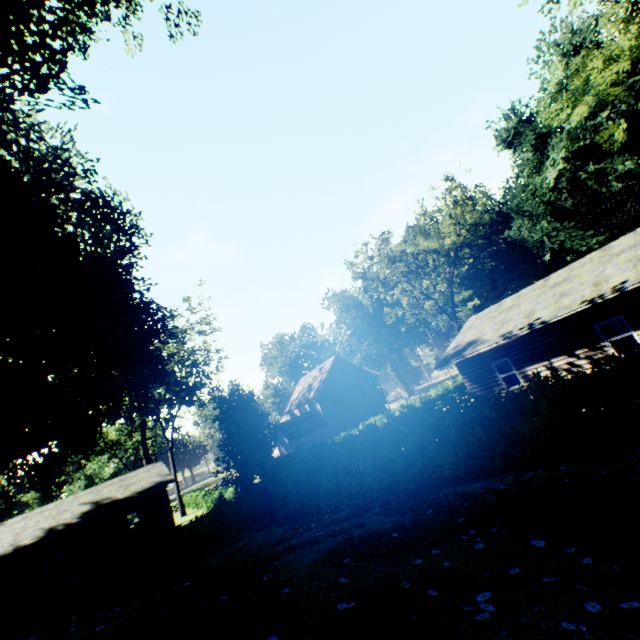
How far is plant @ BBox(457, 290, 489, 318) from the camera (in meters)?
58.29

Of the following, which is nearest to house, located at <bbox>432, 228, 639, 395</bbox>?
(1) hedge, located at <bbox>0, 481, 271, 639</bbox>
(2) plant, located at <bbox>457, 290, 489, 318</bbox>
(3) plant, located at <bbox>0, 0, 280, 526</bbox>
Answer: (1) hedge, located at <bbox>0, 481, 271, 639</bbox>

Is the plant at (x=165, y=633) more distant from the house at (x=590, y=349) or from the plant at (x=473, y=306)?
the plant at (x=473, y=306)

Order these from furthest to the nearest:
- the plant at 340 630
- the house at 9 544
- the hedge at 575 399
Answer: the house at 9 544, the hedge at 575 399, the plant at 340 630

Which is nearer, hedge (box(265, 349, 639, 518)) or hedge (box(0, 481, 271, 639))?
hedge (box(265, 349, 639, 518))

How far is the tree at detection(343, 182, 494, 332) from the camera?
32.4 meters

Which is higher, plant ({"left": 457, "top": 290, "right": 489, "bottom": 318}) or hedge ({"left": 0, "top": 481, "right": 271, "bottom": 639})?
plant ({"left": 457, "top": 290, "right": 489, "bottom": 318})

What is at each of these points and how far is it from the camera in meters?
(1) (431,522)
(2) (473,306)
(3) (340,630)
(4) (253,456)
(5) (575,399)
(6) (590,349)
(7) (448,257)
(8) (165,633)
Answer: (1) plant, 3.9
(2) plant, 58.7
(3) plant, 1.7
(4) plant, 18.5
(5) hedge, 6.7
(6) house, 14.0
(7) tree, 33.9
(8) plant, 2.2
